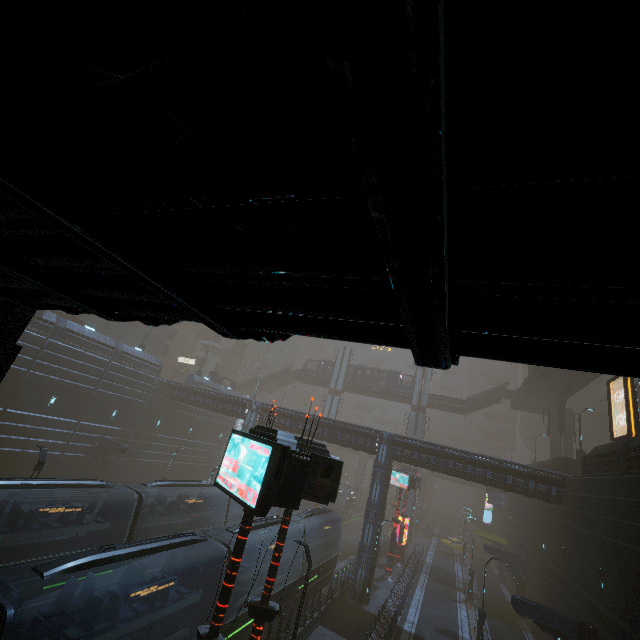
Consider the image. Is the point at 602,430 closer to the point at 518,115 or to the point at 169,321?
the point at 169,321

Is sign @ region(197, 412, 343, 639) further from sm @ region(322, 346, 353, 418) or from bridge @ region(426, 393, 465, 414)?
bridge @ region(426, 393, 465, 414)

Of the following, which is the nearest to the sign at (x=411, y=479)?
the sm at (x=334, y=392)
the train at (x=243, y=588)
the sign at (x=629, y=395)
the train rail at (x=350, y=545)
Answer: the train rail at (x=350, y=545)

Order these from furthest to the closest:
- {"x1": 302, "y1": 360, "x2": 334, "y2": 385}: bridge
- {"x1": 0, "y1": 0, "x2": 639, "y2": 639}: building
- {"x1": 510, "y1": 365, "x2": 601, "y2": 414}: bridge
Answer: {"x1": 302, "y1": 360, "x2": 334, "y2": 385}: bridge → {"x1": 510, "y1": 365, "x2": 601, "y2": 414}: bridge → {"x1": 0, "y1": 0, "x2": 639, "y2": 639}: building

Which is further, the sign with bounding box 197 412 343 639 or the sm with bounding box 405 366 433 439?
the sm with bounding box 405 366 433 439

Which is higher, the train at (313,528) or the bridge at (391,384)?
the bridge at (391,384)

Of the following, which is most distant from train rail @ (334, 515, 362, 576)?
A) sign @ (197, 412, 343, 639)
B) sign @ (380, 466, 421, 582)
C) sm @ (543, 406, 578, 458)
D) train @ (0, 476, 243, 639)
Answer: sm @ (543, 406, 578, 458)

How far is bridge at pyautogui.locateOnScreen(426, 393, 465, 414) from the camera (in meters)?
49.06
